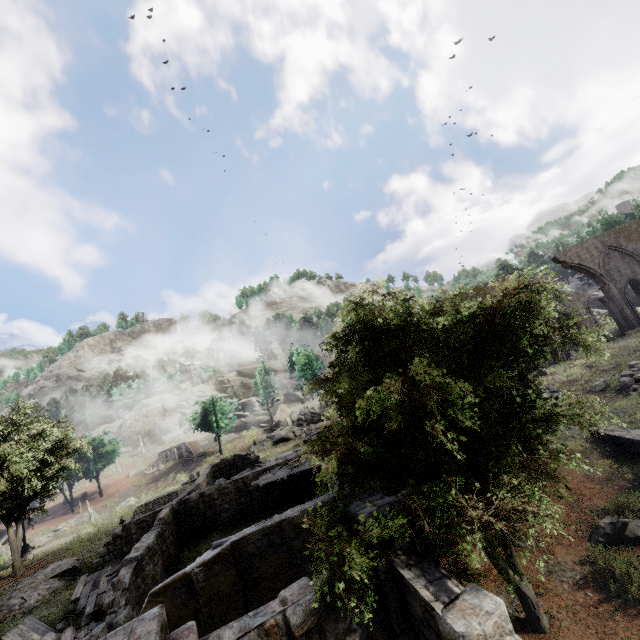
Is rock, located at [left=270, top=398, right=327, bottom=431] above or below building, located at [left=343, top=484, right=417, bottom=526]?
above

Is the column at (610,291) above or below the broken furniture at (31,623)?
above

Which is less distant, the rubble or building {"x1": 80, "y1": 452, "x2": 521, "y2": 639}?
Result: building {"x1": 80, "y1": 452, "x2": 521, "y2": 639}

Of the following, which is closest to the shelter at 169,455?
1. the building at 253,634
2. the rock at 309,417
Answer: the rock at 309,417

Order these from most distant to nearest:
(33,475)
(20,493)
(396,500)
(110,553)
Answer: (33,475) < (20,493) < (110,553) < (396,500)

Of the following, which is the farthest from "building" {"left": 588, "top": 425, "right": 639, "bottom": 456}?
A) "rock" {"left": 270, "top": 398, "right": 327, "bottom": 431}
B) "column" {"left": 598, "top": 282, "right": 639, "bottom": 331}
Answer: "rock" {"left": 270, "top": 398, "right": 327, "bottom": 431}

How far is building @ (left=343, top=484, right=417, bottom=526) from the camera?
6.3m

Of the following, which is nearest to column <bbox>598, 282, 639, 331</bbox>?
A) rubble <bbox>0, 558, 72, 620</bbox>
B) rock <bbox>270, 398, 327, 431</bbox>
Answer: rock <bbox>270, 398, 327, 431</bbox>
